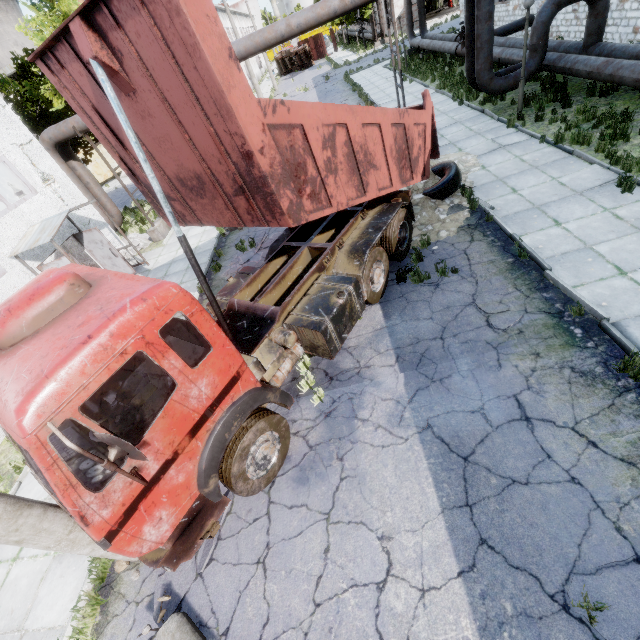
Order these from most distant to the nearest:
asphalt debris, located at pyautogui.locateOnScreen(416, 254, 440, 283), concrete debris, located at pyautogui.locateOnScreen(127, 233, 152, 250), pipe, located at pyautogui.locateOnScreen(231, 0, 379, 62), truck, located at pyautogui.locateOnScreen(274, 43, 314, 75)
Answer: truck, located at pyautogui.locateOnScreen(274, 43, 314, 75) → concrete debris, located at pyautogui.locateOnScreen(127, 233, 152, 250) → pipe, located at pyautogui.locateOnScreen(231, 0, 379, 62) → asphalt debris, located at pyautogui.locateOnScreen(416, 254, 440, 283)

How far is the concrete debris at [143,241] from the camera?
15.47m

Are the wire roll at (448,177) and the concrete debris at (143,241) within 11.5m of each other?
no

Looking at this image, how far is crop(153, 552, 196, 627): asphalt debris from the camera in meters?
4.5 m

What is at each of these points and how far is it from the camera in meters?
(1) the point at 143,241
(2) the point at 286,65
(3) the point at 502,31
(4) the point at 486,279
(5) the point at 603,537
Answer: (1) concrete debris, 15.8 m
(2) truck, 52.3 m
(3) pipe, 18.8 m
(4) asphalt debris, 6.9 m
(5) asphalt debris, 3.6 m

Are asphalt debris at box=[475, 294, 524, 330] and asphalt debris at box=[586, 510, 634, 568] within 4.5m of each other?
yes

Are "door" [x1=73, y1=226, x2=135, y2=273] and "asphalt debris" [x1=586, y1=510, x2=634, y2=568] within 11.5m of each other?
no

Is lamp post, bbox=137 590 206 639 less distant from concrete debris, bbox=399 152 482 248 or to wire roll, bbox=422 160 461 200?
concrete debris, bbox=399 152 482 248
